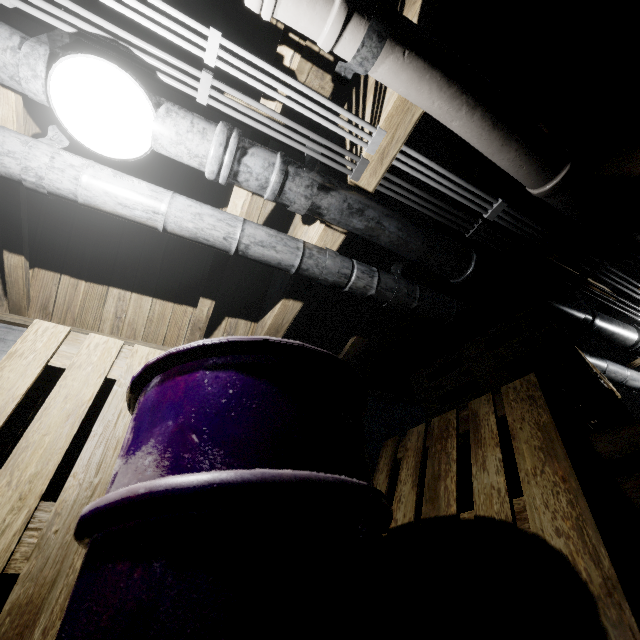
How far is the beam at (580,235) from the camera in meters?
2.1

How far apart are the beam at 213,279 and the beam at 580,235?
2.29m

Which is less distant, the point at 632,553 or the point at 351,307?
the point at 632,553

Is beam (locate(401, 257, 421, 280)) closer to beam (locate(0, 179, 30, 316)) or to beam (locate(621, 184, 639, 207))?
beam (locate(621, 184, 639, 207))

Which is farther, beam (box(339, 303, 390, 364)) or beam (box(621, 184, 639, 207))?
beam (box(339, 303, 390, 364))

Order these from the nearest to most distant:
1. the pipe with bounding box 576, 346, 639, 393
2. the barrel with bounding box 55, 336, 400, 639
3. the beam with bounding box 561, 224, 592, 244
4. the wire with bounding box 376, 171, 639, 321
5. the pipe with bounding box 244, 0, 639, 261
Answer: the barrel with bounding box 55, 336, 400, 639 < the pipe with bounding box 244, 0, 639, 261 < the wire with bounding box 376, 171, 639, 321 < the beam with bounding box 561, 224, 592, 244 < the pipe with bounding box 576, 346, 639, 393

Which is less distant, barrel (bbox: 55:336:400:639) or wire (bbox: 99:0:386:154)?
barrel (bbox: 55:336:400:639)

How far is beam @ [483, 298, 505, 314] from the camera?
2.6 meters
